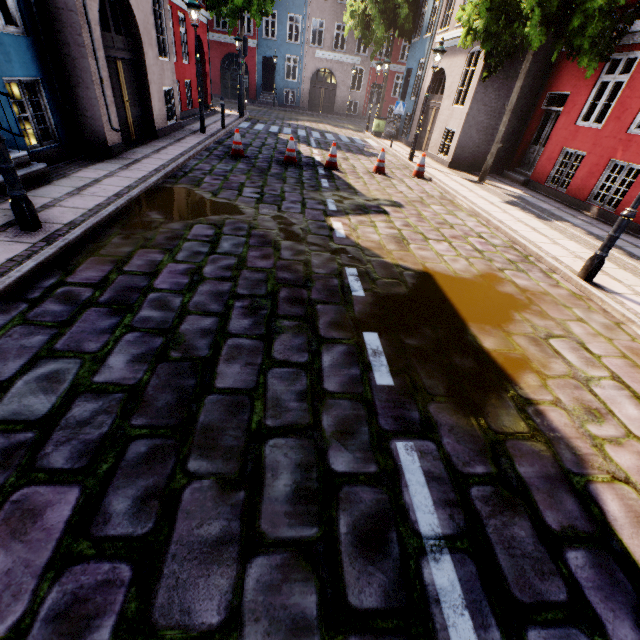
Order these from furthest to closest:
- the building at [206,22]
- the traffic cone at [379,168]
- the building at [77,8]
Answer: the building at [206,22]
the traffic cone at [379,168]
the building at [77,8]

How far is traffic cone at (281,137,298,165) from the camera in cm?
997

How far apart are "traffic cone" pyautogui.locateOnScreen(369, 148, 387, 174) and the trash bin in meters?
9.8

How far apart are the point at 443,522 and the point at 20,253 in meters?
5.1 m

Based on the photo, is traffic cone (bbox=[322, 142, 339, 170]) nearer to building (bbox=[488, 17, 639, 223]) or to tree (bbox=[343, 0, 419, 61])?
building (bbox=[488, 17, 639, 223])

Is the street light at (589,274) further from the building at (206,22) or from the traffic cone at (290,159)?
the traffic cone at (290,159)

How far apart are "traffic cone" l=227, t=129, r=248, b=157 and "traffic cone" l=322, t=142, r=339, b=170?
2.36m

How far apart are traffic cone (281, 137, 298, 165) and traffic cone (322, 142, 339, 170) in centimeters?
78cm
